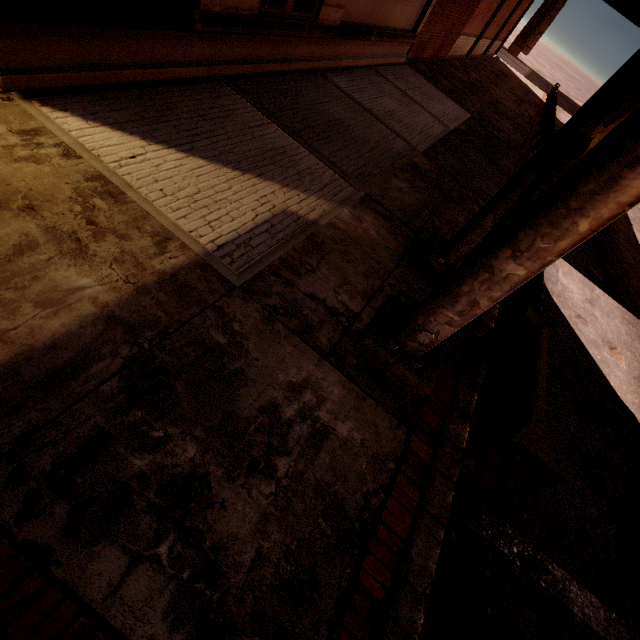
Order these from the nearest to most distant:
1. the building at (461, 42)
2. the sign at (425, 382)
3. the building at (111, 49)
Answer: the sign at (425, 382) → the building at (111, 49) → the building at (461, 42)

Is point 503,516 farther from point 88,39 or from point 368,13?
point 368,13

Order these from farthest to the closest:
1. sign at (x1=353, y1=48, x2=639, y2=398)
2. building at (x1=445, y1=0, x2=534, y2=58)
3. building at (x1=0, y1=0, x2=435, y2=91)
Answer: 1. building at (x1=445, y1=0, x2=534, y2=58)
2. building at (x1=0, y1=0, x2=435, y2=91)
3. sign at (x1=353, y1=48, x2=639, y2=398)

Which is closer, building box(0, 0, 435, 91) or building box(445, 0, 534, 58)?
building box(0, 0, 435, 91)

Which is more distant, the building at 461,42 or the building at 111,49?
the building at 461,42

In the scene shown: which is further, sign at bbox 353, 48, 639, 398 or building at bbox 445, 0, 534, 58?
building at bbox 445, 0, 534, 58
